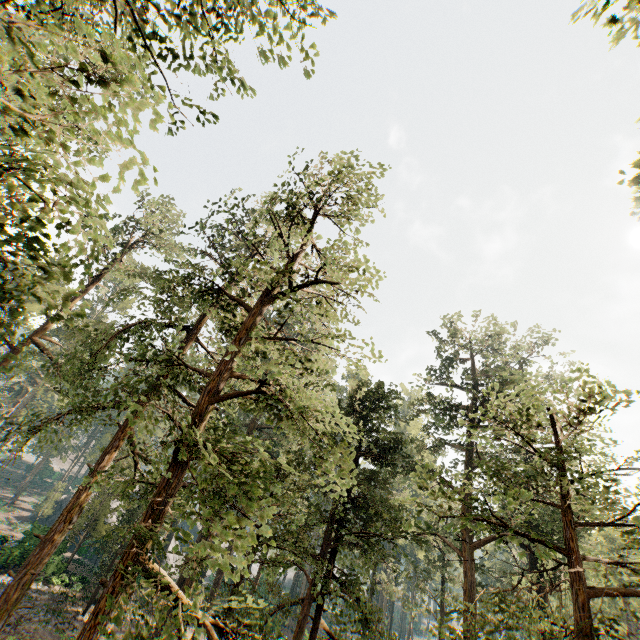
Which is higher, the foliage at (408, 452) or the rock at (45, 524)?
the foliage at (408, 452)

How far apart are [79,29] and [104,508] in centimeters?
3742cm

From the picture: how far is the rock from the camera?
30.35m

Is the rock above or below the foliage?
below

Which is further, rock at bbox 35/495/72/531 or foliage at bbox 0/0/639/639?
rock at bbox 35/495/72/531

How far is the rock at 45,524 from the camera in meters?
30.3
